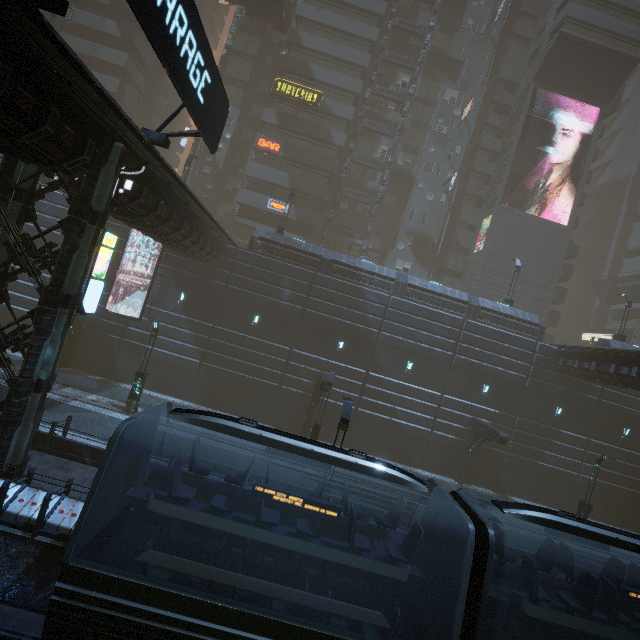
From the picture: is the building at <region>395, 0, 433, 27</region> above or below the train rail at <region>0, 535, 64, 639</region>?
above

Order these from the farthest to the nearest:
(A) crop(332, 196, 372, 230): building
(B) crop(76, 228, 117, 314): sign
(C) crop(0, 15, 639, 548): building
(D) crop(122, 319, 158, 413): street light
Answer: (A) crop(332, 196, 372, 230): building, (D) crop(122, 319, 158, 413): street light, (B) crop(76, 228, 117, 314): sign, (C) crop(0, 15, 639, 548): building

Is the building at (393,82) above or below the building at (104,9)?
above

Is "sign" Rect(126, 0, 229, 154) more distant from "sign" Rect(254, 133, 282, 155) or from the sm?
the sm

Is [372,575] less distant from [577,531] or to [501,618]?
[501,618]

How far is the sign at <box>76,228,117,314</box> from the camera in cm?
1162

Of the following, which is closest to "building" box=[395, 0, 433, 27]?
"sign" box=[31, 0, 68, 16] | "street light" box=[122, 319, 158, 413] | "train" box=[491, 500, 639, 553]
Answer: "sign" box=[31, 0, 68, 16]

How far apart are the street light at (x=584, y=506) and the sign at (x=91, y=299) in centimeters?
2819cm
